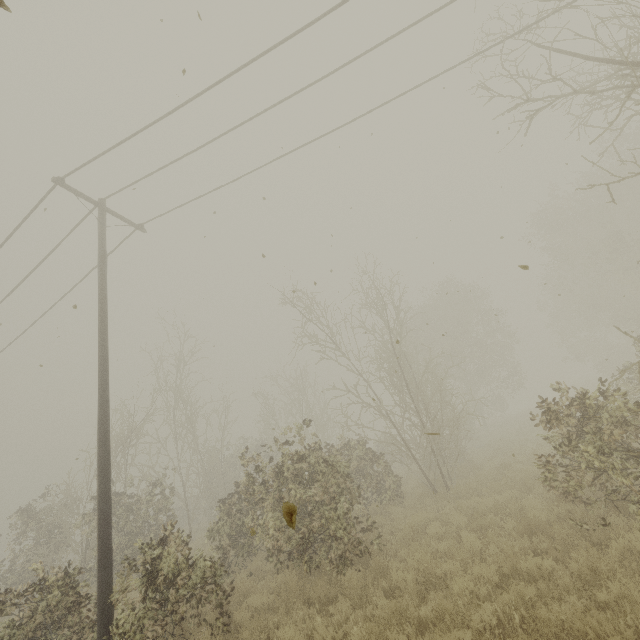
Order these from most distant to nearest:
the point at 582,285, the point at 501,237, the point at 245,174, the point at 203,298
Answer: the point at 582,285 → the point at 203,298 → the point at 245,174 → the point at 501,237
